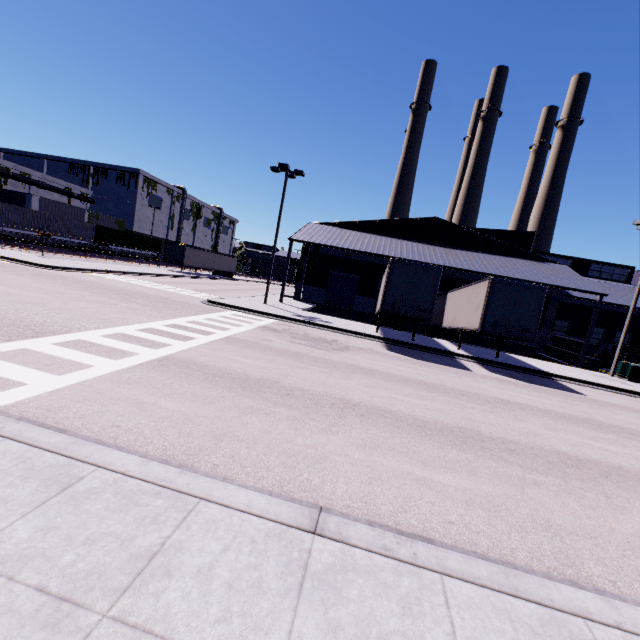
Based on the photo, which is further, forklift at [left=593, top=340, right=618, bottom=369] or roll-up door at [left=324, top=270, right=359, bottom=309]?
roll-up door at [left=324, top=270, right=359, bottom=309]

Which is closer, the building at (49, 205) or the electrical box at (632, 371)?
the electrical box at (632, 371)

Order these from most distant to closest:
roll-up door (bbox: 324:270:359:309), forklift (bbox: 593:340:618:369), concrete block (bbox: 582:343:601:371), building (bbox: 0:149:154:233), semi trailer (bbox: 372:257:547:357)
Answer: building (bbox: 0:149:154:233) → roll-up door (bbox: 324:270:359:309) → forklift (bbox: 593:340:618:369) → concrete block (bbox: 582:343:601:371) → semi trailer (bbox: 372:257:547:357)

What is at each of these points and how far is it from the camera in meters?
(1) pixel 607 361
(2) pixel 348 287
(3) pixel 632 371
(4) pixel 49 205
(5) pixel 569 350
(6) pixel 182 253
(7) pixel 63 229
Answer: (1) forklift, 24.8
(2) roll-up door, 32.5
(3) electrical box, 19.9
(4) building, 45.2
(5) concrete block, 26.0
(6) semi trailer, 42.4
(7) cargo container, 38.1

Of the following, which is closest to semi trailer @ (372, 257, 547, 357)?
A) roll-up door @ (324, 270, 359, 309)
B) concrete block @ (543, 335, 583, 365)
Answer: concrete block @ (543, 335, 583, 365)

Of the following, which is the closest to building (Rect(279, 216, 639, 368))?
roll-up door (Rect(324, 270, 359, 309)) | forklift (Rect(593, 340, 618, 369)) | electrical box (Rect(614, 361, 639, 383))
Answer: roll-up door (Rect(324, 270, 359, 309))

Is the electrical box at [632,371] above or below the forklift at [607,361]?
below

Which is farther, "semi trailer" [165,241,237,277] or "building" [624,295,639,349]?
"semi trailer" [165,241,237,277]
